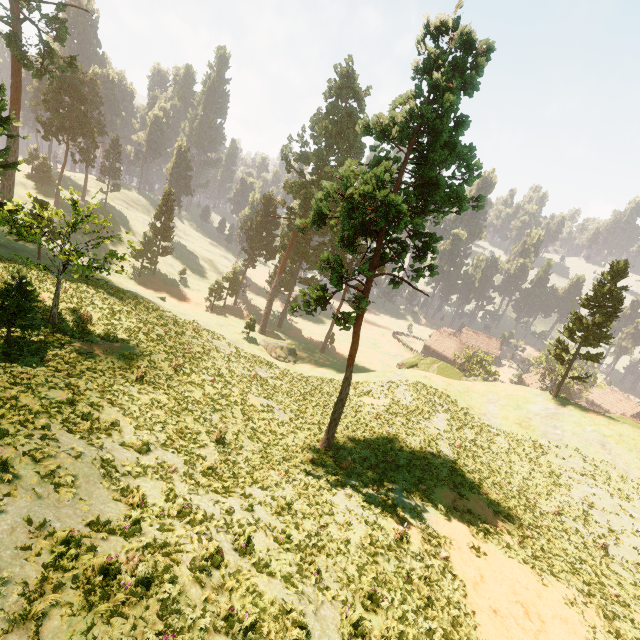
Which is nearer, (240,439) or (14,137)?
(240,439)

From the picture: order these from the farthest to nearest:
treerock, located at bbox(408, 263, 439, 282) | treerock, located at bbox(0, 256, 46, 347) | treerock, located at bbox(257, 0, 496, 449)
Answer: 1. treerock, located at bbox(408, 263, 439, 282)
2. treerock, located at bbox(257, 0, 496, 449)
3. treerock, located at bbox(0, 256, 46, 347)

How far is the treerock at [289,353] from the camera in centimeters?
4388cm

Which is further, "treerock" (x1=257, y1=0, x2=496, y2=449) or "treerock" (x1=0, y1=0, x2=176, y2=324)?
"treerock" (x1=0, y1=0, x2=176, y2=324)

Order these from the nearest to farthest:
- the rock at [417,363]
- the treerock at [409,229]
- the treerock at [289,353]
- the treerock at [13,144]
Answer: the treerock at [409,229] < the treerock at [13,144] < the rock at [417,363] < the treerock at [289,353]

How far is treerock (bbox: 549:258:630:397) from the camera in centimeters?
3381cm

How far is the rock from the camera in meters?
42.9
